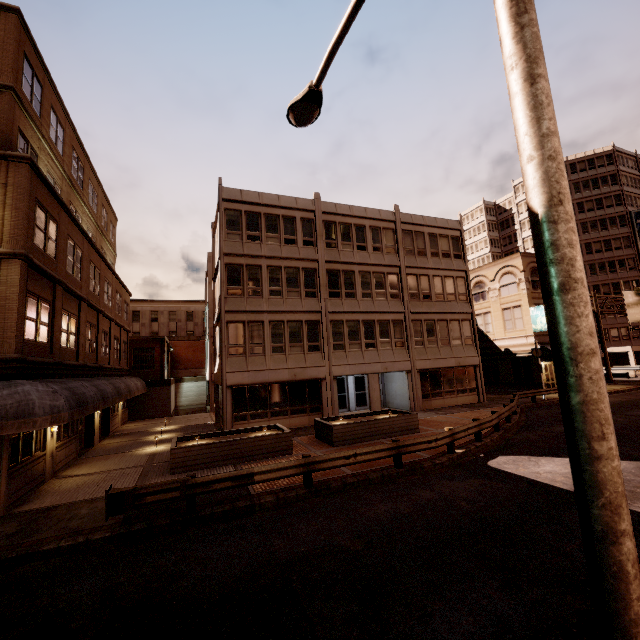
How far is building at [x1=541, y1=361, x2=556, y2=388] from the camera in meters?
29.7

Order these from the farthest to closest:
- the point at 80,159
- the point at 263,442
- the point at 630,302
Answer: the point at 630,302 → the point at 80,159 → the point at 263,442

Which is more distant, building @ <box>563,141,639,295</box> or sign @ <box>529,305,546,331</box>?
building @ <box>563,141,639,295</box>

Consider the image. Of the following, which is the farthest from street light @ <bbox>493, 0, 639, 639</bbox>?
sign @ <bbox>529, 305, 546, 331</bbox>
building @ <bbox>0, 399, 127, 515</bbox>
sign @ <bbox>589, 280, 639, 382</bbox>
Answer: sign @ <bbox>589, 280, 639, 382</bbox>

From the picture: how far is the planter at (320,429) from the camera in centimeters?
1538cm

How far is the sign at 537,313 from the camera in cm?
2902

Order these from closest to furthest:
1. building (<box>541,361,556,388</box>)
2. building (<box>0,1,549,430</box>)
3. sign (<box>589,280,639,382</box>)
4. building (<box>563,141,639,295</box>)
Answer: Result: building (<box>0,1,549,430</box>), building (<box>541,361,556,388</box>), sign (<box>589,280,639,382</box>), building (<box>563,141,639,295</box>)

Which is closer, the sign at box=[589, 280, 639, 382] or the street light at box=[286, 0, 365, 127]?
the street light at box=[286, 0, 365, 127]
